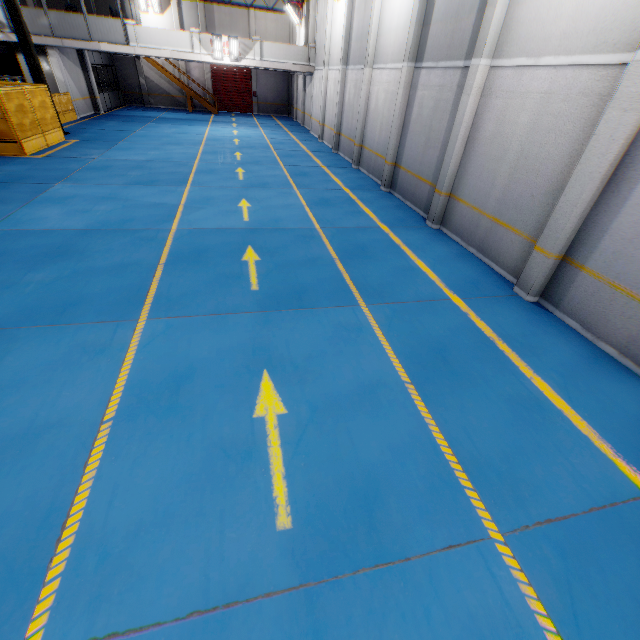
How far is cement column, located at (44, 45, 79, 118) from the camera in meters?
19.7 m

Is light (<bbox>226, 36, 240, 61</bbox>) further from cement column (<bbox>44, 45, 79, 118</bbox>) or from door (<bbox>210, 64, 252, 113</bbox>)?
door (<bbox>210, 64, 252, 113</bbox>)

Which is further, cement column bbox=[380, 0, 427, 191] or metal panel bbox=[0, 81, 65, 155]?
metal panel bbox=[0, 81, 65, 155]

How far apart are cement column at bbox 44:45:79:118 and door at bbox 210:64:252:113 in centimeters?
1422cm

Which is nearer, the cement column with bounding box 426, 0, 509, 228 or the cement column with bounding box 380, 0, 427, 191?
the cement column with bounding box 426, 0, 509, 228

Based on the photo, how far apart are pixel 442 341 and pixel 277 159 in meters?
14.6

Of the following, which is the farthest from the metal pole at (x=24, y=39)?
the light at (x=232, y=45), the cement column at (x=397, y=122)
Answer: the cement column at (x=397, y=122)

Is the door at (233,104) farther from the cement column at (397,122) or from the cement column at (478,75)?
the cement column at (478,75)
